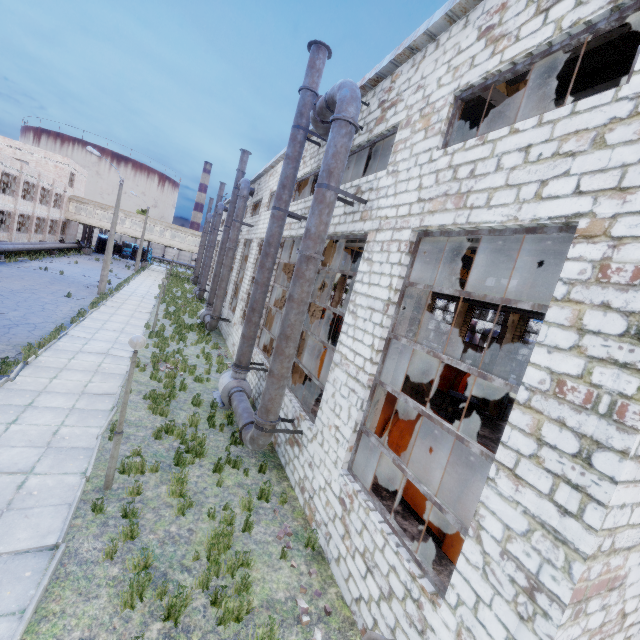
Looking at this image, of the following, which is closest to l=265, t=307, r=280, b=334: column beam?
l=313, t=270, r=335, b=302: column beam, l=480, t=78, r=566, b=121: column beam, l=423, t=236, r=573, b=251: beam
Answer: l=423, t=236, r=573, b=251: beam

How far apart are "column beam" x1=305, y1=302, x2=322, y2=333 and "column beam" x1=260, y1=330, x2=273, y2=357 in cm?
393

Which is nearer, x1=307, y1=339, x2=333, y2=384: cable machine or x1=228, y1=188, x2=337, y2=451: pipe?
x1=228, y1=188, x2=337, y2=451: pipe

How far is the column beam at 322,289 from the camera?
11.3 meters

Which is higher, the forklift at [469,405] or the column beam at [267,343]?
the forklift at [469,405]

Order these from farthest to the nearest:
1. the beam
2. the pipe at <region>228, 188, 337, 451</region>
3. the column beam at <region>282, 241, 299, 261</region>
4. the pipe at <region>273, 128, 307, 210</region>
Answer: the column beam at <region>282, 241, 299, 261</region>, the pipe at <region>273, 128, 307, 210</region>, the pipe at <region>228, 188, 337, 451</region>, the beam

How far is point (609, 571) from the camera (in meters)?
3.30

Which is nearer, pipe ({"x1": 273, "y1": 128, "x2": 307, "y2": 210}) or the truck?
pipe ({"x1": 273, "y1": 128, "x2": 307, "y2": 210})
